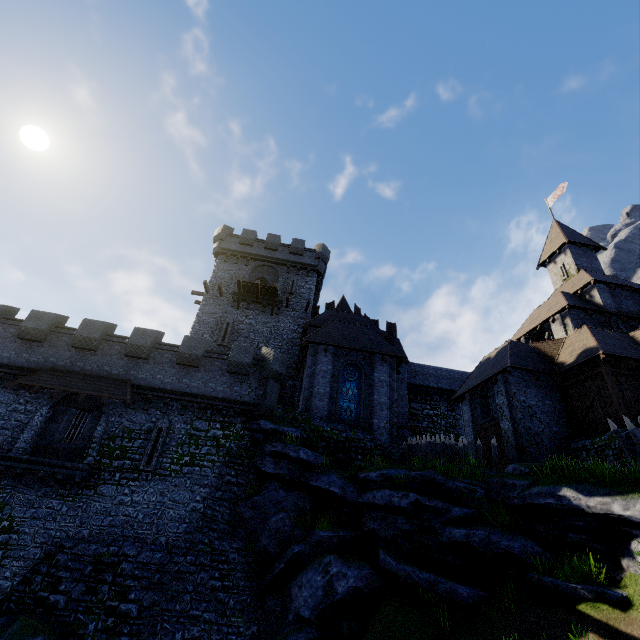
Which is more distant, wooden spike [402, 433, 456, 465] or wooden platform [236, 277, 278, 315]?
wooden platform [236, 277, 278, 315]

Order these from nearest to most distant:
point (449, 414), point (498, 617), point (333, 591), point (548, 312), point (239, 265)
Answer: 1. point (498, 617)
2. point (333, 591)
3. point (548, 312)
4. point (239, 265)
5. point (449, 414)

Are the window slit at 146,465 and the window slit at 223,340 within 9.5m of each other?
yes

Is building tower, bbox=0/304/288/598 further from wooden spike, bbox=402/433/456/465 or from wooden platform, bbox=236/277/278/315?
→ wooden spike, bbox=402/433/456/465

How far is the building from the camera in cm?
2016

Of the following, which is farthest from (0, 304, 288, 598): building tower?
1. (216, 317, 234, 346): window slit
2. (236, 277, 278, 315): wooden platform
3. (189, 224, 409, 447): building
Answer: (236, 277, 278, 315): wooden platform

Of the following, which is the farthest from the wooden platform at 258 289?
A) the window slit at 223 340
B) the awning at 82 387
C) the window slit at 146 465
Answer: the window slit at 146 465

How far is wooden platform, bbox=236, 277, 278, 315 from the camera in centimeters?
2718cm
